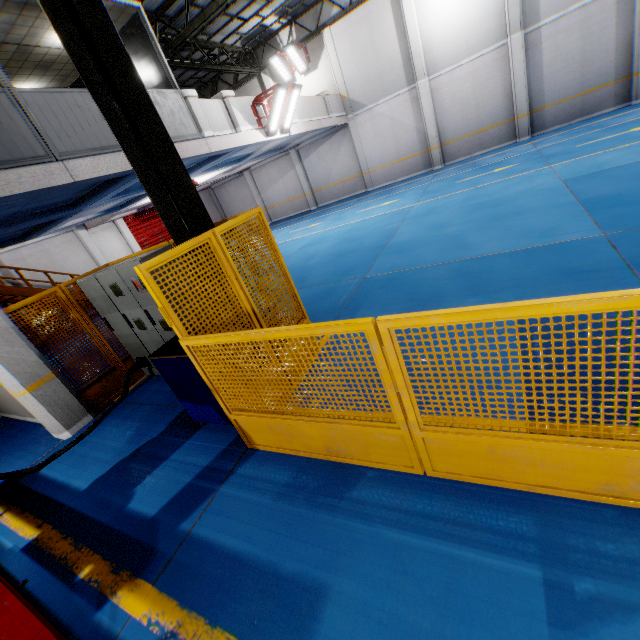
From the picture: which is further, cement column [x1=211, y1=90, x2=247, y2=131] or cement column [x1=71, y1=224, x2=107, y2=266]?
cement column [x1=71, y1=224, x2=107, y2=266]

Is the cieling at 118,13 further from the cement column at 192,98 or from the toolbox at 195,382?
the toolbox at 195,382

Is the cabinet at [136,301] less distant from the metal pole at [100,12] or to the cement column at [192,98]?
the metal pole at [100,12]

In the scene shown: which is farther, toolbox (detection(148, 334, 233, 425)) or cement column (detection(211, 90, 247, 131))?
cement column (detection(211, 90, 247, 131))

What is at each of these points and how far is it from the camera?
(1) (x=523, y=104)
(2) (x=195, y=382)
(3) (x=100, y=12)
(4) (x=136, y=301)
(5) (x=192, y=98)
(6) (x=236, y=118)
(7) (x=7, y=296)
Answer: (1) cement column, 14.4m
(2) toolbox, 3.7m
(3) metal pole, 3.3m
(4) cabinet, 5.3m
(5) cement column, 8.7m
(6) cement column, 10.2m
(7) metal stair, 13.7m

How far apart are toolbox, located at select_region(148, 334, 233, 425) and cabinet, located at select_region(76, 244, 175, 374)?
0.9m

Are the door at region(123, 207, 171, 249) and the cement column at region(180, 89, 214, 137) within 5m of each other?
no

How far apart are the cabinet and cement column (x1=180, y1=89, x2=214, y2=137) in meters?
5.0 m
